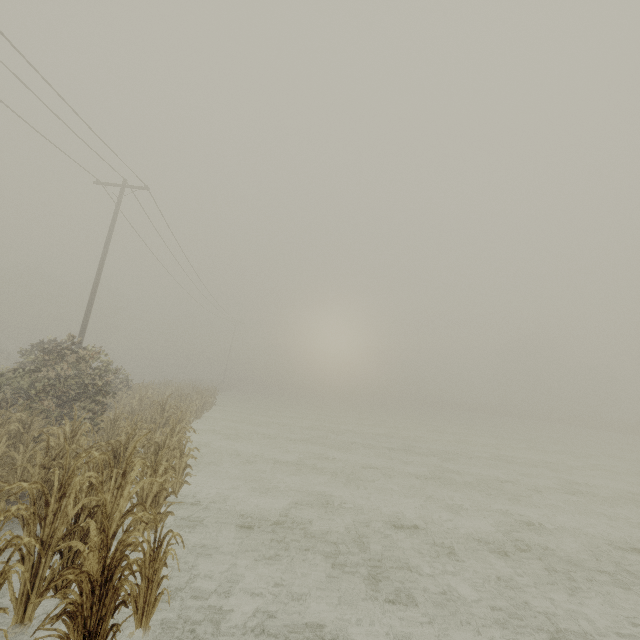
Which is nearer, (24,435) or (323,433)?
(24,435)
